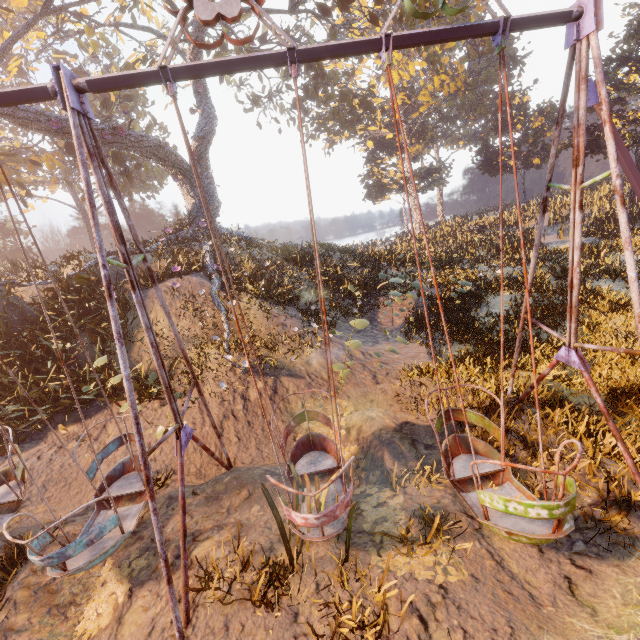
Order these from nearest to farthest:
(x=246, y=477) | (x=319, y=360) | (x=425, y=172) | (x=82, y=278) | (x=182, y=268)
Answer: (x=246, y=477) < (x=82, y=278) < (x=319, y=360) < (x=182, y=268) < (x=425, y=172)

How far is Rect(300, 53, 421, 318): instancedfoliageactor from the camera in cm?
1510

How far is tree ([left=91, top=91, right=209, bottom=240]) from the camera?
14.8 meters

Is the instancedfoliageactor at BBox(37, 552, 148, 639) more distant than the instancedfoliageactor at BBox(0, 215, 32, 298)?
No

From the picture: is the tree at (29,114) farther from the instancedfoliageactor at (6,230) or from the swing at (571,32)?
the swing at (571,32)

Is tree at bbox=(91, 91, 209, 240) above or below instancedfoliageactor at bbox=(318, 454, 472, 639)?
above

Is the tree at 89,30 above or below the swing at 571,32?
above

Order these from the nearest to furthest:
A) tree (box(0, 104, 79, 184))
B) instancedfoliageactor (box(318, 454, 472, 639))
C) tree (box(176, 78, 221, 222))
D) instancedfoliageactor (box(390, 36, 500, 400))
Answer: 1. instancedfoliageactor (box(318, 454, 472, 639))
2. instancedfoliageactor (box(390, 36, 500, 400))
3. tree (box(0, 104, 79, 184))
4. tree (box(176, 78, 221, 222))
